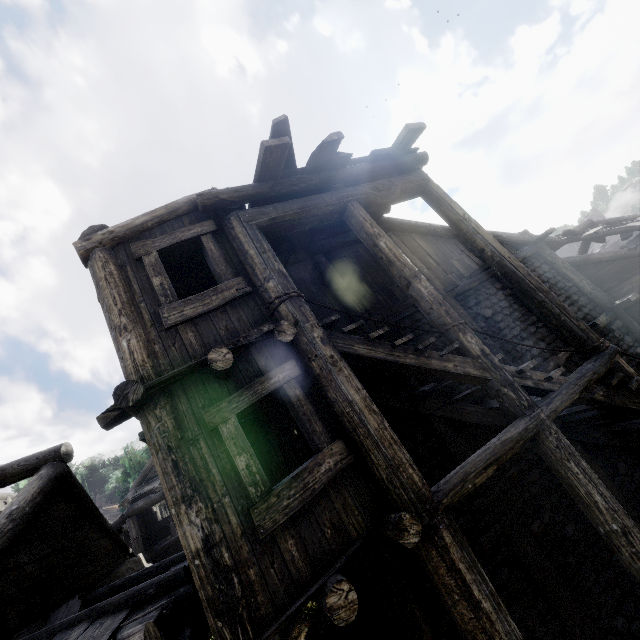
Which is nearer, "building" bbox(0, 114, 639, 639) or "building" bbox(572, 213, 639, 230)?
"building" bbox(0, 114, 639, 639)

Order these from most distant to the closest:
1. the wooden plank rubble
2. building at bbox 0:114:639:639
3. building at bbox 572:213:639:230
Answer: building at bbox 572:213:639:230 < the wooden plank rubble < building at bbox 0:114:639:639

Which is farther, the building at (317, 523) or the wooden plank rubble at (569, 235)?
the wooden plank rubble at (569, 235)

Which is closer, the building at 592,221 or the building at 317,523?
the building at 317,523

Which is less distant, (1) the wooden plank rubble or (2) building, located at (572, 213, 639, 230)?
(1) the wooden plank rubble

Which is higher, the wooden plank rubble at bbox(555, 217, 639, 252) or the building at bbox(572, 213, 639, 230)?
the building at bbox(572, 213, 639, 230)

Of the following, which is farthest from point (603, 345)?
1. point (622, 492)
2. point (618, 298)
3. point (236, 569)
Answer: point (618, 298)
